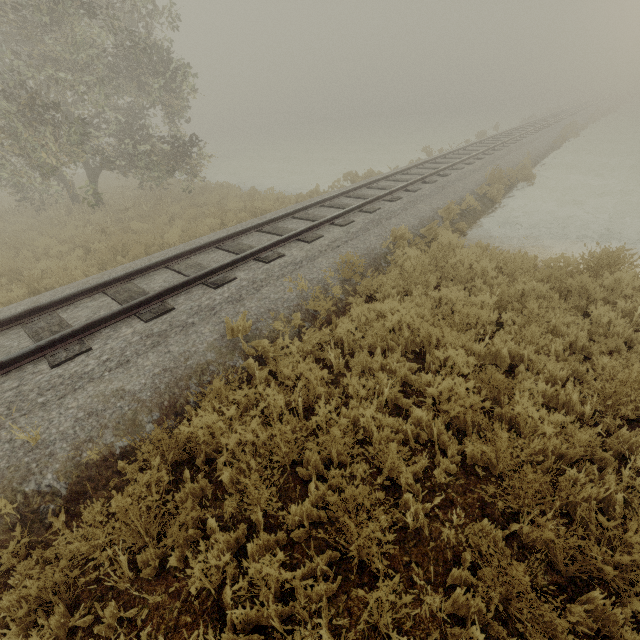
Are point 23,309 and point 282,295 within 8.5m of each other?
yes
